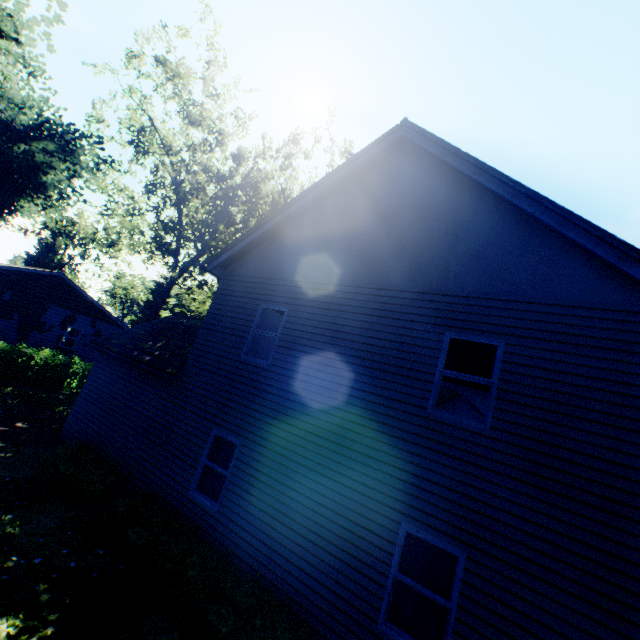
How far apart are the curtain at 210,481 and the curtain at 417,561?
4.2 meters

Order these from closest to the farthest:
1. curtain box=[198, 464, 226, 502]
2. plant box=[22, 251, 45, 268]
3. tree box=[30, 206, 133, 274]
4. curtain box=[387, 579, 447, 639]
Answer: curtain box=[387, 579, 447, 639], curtain box=[198, 464, 226, 502], tree box=[30, 206, 133, 274], plant box=[22, 251, 45, 268]

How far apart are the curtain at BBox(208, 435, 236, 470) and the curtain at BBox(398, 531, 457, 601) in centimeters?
422cm

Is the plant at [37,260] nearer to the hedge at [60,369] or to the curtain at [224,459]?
the hedge at [60,369]

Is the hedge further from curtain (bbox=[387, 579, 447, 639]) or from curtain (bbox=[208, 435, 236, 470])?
curtain (bbox=[387, 579, 447, 639])

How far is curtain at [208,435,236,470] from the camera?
8.1m

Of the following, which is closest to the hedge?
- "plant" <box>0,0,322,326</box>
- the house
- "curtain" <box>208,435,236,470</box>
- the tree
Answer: "plant" <box>0,0,322,326</box>

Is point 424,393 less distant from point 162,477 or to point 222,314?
point 222,314
